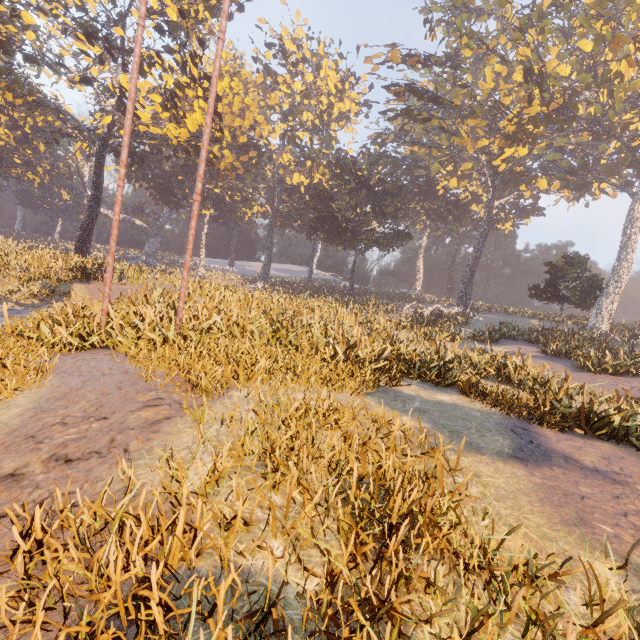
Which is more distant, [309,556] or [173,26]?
[173,26]

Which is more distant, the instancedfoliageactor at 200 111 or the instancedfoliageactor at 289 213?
the instancedfoliageactor at 200 111

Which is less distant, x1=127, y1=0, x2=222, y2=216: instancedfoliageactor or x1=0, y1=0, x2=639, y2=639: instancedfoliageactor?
x1=0, y1=0, x2=639, y2=639: instancedfoliageactor
